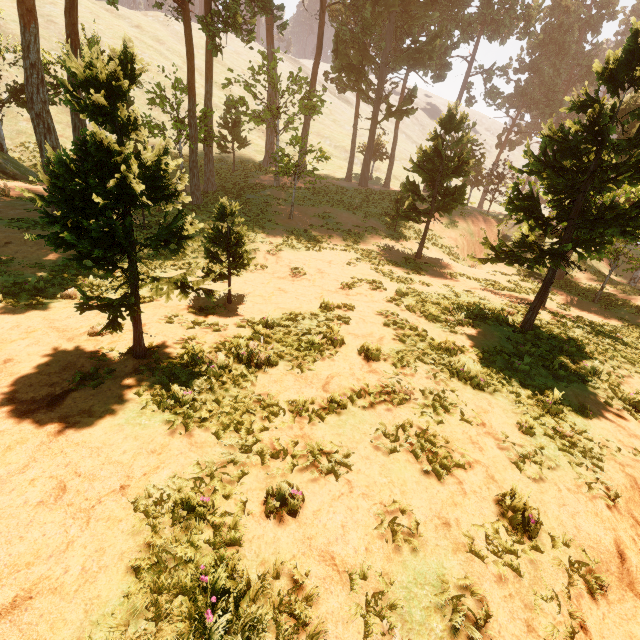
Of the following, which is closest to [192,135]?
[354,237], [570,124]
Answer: [354,237]
